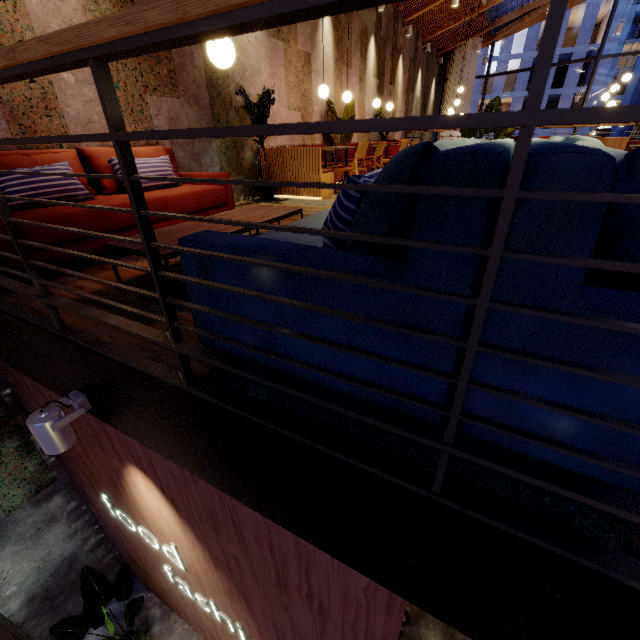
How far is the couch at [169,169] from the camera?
3.3 meters

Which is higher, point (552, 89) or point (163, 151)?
point (552, 89)

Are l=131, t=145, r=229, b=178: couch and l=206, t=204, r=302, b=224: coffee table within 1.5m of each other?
yes

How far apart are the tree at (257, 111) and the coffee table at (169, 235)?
2.5m

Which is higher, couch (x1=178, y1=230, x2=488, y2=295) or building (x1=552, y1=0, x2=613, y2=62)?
building (x1=552, y1=0, x2=613, y2=62)

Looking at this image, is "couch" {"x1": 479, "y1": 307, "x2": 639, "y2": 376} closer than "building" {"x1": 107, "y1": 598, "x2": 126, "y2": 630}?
Yes

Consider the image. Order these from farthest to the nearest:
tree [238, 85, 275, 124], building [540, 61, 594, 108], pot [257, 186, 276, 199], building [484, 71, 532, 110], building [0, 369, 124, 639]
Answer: building [484, 71, 532, 110]
building [540, 61, 594, 108]
pot [257, 186, 276, 199]
tree [238, 85, 275, 124]
building [0, 369, 124, 639]
